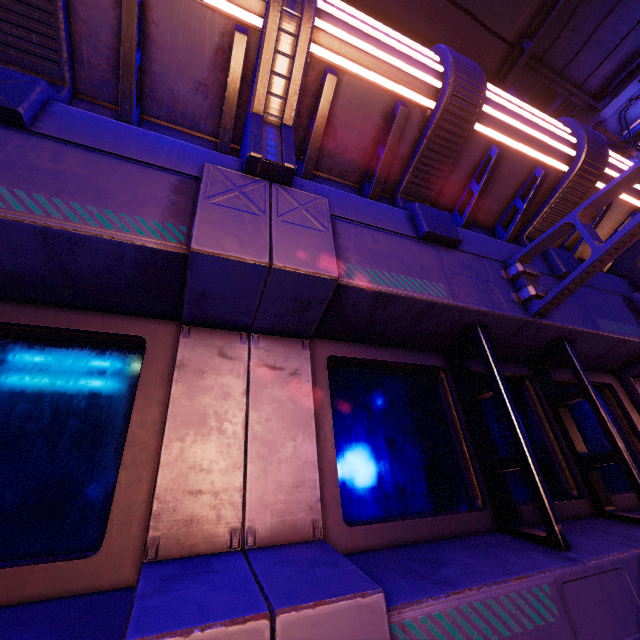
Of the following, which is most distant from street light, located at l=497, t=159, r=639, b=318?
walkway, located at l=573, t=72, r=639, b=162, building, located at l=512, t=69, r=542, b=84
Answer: building, located at l=512, t=69, r=542, b=84

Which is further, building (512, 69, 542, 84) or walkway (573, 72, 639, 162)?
building (512, 69, 542, 84)

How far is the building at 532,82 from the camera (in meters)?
58.40

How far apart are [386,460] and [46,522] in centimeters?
202cm

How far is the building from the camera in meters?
58.4

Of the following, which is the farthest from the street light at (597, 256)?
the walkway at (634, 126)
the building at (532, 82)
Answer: the building at (532, 82)

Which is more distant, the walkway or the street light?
the walkway
